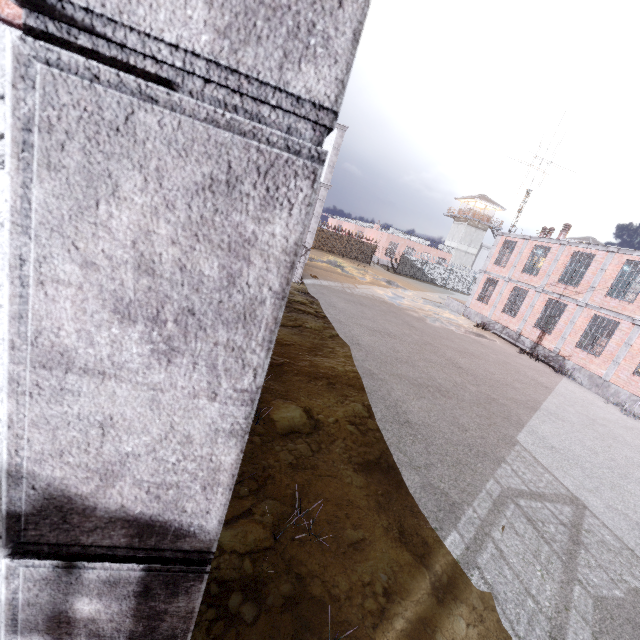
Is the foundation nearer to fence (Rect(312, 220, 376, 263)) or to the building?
fence (Rect(312, 220, 376, 263))

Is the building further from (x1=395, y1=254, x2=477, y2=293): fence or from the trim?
the trim

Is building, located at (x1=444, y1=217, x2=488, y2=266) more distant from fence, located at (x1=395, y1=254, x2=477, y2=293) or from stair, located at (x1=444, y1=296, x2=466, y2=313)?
stair, located at (x1=444, y1=296, x2=466, y2=313)

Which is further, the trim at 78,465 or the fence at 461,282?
the fence at 461,282

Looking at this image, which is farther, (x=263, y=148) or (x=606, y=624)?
(x=606, y=624)

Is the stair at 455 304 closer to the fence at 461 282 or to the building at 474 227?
the fence at 461 282

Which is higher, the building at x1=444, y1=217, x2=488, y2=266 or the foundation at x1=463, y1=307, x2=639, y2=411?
the building at x1=444, y1=217, x2=488, y2=266

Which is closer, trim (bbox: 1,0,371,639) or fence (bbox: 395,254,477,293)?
trim (bbox: 1,0,371,639)
